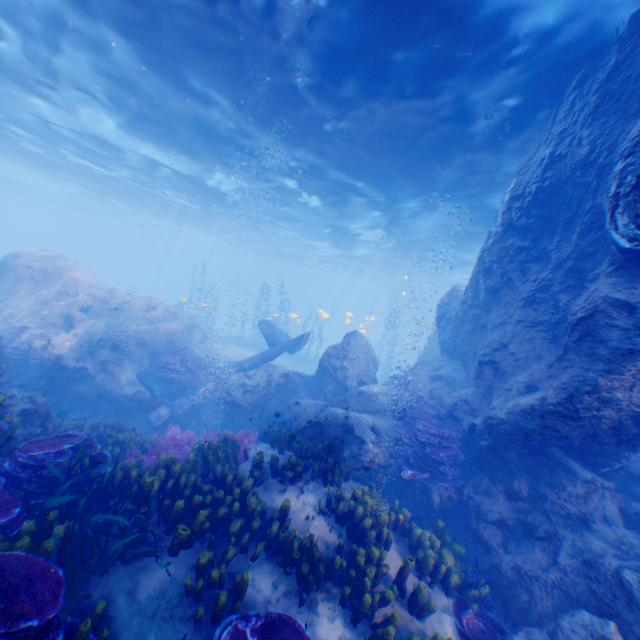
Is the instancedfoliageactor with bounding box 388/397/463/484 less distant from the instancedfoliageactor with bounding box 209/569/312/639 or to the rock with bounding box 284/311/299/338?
the rock with bounding box 284/311/299/338

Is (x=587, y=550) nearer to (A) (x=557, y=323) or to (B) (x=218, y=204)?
(A) (x=557, y=323)

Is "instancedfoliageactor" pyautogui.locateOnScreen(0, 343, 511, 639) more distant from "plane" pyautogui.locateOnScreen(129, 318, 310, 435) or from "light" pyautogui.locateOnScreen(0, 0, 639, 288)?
"light" pyautogui.locateOnScreen(0, 0, 639, 288)

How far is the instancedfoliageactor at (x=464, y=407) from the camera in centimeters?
972cm

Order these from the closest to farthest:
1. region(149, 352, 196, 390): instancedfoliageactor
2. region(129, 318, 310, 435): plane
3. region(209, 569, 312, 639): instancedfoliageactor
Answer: region(209, 569, 312, 639): instancedfoliageactor
region(129, 318, 310, 435): plane
region(149, 352, 196, 390): instancedfoliageactor

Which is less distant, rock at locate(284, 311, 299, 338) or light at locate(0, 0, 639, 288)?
light at locate(0, 0, 639, 288)

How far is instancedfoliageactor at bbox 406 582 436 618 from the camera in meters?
5.2

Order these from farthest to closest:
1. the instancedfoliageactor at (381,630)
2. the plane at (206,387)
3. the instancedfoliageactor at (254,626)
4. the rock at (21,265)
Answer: the plane at (206,387) < the rock at (21,265) < the instancedfoliageactor at (381,630) < the instancedfoliageactor at (254,626)
